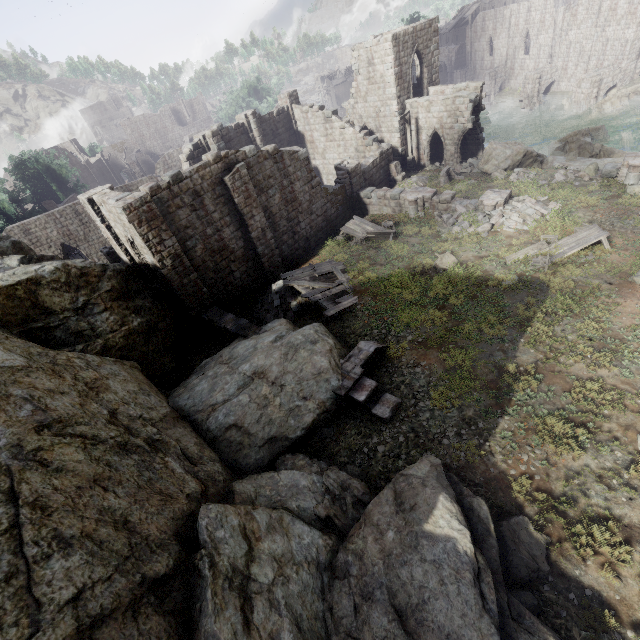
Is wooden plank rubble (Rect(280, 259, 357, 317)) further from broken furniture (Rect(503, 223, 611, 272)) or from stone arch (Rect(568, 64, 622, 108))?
stone arch (Rect(568, 64, 622, 108))

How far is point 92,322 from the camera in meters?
12.0 m

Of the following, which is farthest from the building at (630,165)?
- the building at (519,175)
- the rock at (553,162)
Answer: the building at (519,175)

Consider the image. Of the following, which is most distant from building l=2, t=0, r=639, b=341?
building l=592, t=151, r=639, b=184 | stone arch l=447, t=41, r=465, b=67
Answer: building l=592, t=151, r=639, b=184

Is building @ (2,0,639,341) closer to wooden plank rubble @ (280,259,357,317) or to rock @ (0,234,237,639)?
rock @ (0,234,237,639)

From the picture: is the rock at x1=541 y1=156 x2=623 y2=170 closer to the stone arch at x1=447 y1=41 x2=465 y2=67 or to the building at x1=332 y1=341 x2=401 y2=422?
the building at x1=332 y1=341 x2=401 y2=422

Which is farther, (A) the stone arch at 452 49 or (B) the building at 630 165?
(A) the stone arch at 452 49

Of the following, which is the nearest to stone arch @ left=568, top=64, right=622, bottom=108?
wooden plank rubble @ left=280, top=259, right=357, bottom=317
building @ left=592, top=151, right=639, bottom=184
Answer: building @ left=592, top=151, right=639, bottom=184
